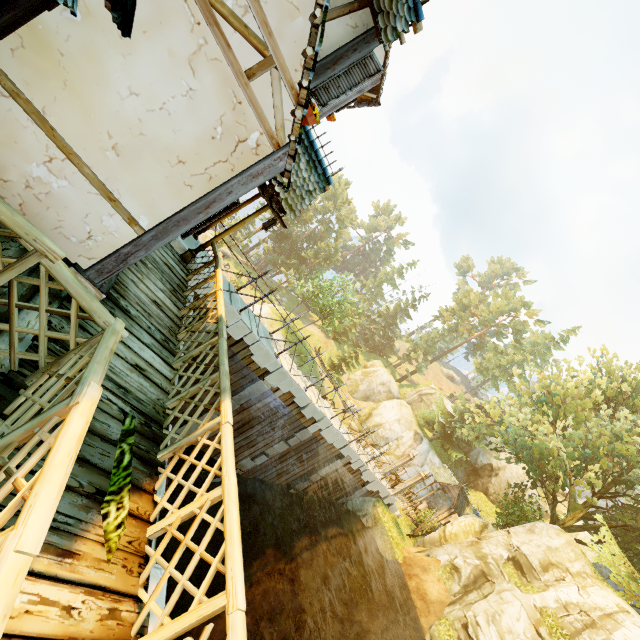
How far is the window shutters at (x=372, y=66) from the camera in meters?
5.0

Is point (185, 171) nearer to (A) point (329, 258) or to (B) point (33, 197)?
(B) point (33, 197)

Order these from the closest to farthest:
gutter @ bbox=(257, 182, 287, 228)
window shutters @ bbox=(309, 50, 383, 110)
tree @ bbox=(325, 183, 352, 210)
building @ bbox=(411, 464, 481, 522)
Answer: gutter @ bbox=(257, 182, 287, 228) < window shutters @ bbox=(309, 50, 383, 110) < building @ bbox=(411, 464, 481, 522) < tree @ bbox=(325, 183, 352, 210)

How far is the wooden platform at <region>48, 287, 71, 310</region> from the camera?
3.62m

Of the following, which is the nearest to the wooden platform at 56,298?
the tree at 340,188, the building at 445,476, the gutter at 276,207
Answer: the gutter at 276,207

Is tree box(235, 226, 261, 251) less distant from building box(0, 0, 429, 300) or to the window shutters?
building box(0, 0, 429, 300)

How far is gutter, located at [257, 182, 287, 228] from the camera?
4.2m

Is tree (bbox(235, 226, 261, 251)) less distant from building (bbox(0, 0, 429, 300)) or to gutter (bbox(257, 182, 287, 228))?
building (bbox(0, 0, 429, 300))
